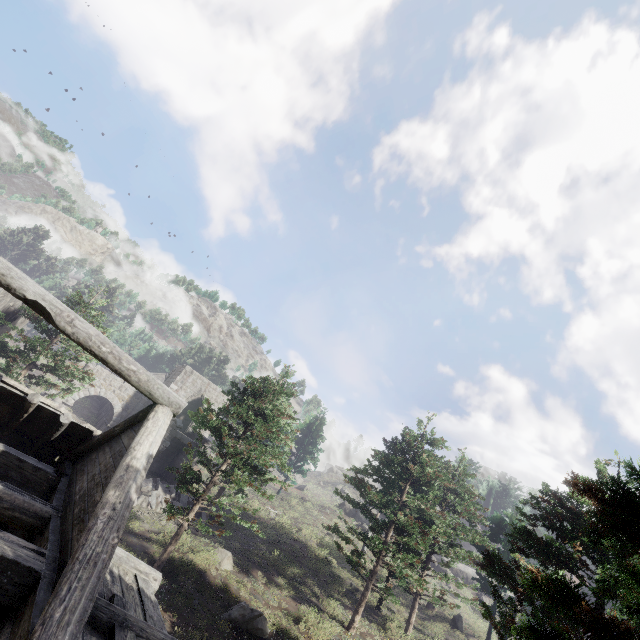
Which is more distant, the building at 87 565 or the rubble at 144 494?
the rubble at 144 494

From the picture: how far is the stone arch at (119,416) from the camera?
27.9m

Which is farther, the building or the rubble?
the rubble

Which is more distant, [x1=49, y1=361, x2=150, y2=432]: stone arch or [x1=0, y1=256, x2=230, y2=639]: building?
[x1=49, y1=361, x2=150, y2=432]: stone arch

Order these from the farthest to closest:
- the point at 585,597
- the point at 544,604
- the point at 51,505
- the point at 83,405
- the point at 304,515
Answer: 1. the point at 83,405
2. the point at 304,515
3. the point at 544,604
4. the point at 51,505
5. the point at 585,597

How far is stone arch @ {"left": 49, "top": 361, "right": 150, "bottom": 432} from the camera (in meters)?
27.94

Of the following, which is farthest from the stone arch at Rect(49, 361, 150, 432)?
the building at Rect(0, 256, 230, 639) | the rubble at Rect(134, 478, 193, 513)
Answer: the rubble at Rect(134, 478, 193, 513)

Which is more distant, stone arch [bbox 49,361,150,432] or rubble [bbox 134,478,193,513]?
stone arch [bbox 49,361,150,432]
